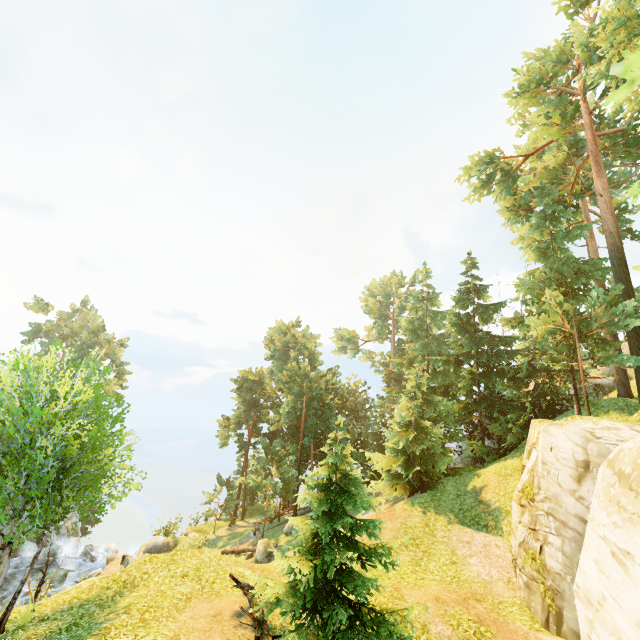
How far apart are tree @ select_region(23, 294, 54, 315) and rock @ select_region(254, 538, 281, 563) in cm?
4067

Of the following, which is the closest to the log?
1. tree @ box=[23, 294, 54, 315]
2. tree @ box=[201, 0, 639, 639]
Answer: tree @ box=[201, 0, 639, 639]

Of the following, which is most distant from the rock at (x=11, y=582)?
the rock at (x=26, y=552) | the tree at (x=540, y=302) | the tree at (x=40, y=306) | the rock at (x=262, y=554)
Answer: the tree at (x=40, y=306)

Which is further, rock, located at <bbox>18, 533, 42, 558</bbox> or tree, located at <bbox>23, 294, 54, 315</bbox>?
tree, located at <bbox>23, 294, 54, 315</bbox>

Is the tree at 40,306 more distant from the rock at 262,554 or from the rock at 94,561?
the rock at 262,554

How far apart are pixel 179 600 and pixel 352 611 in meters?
6.2

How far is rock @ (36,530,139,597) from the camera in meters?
24.2

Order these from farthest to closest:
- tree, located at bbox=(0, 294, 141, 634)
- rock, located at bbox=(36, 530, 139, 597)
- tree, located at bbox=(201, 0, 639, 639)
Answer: rock, located at bbox=(36, 530, 139, 597) < tree, located at bbox=(201, 0, 639, 639) < tree, located at bbox=(0, 294, 141, 634)
